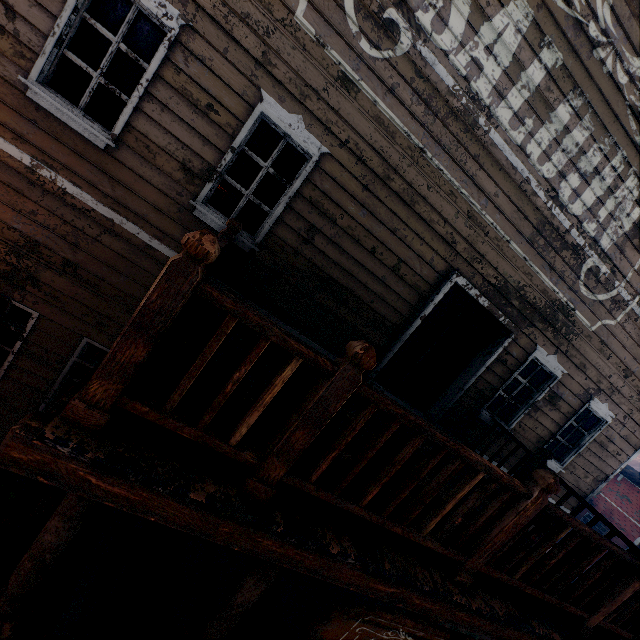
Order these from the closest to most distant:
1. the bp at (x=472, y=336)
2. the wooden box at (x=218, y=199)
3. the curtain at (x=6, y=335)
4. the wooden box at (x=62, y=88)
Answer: the wooden box at (x=62, y=88) → the curtain at (x=6, y=335) → the bp at (x=472, y=336) → the wooden box at (x=218, y=199)

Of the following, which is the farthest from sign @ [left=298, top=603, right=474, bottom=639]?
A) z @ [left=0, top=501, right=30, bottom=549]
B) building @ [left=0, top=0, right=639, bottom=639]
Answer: z @ [left=0, top=501, right=30, bottom=549]

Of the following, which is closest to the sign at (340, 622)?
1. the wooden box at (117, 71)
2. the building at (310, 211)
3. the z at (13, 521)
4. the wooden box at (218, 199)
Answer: the building at (310, 211)

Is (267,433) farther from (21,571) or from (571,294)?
(571,294)

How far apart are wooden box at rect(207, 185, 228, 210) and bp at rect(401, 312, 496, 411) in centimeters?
848cm

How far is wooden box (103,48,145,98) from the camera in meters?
4.0

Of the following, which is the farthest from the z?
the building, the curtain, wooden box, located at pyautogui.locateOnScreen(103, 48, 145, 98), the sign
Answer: wooden box, located at pyautogui.locateOnScreen(103, 48, 145, 98)
